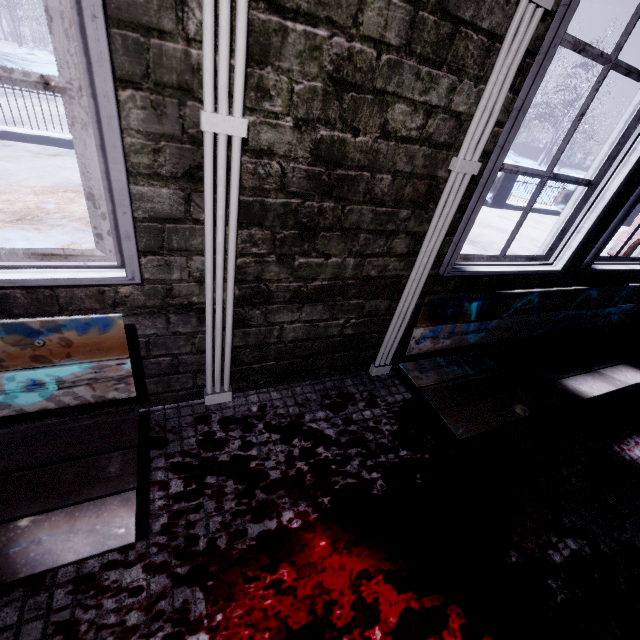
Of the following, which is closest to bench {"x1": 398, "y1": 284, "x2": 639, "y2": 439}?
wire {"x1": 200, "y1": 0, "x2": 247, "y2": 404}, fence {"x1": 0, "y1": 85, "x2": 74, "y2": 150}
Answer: wire {"x1": 200, "y1": 0, "x2": 247, "y2": 404}

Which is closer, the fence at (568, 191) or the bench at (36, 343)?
the bench at (36, 343)

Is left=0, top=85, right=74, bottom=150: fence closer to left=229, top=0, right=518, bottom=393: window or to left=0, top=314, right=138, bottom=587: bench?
left=229, top=0, right=518, bottom=393: window

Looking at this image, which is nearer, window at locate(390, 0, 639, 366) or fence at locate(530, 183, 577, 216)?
window at locate(390, 0, 639, 366)

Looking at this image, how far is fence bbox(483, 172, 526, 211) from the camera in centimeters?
688cm

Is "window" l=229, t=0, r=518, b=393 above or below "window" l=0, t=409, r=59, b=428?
above

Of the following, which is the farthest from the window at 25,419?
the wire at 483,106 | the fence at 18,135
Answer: the fence at 18,135

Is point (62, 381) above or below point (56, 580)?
above
